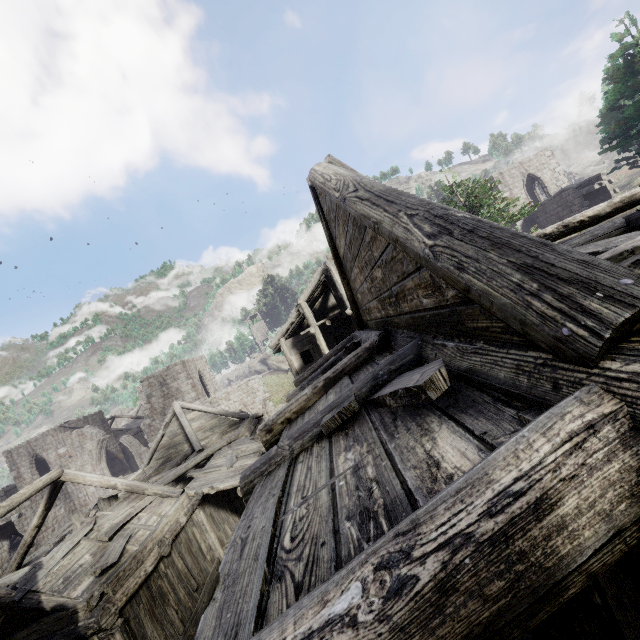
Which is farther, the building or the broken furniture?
the broken furniture

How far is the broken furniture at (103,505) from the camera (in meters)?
13.84

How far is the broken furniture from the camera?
13.8 meters

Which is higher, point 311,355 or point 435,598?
point 435,598

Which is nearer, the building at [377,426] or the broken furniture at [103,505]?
the building at [377,426]
